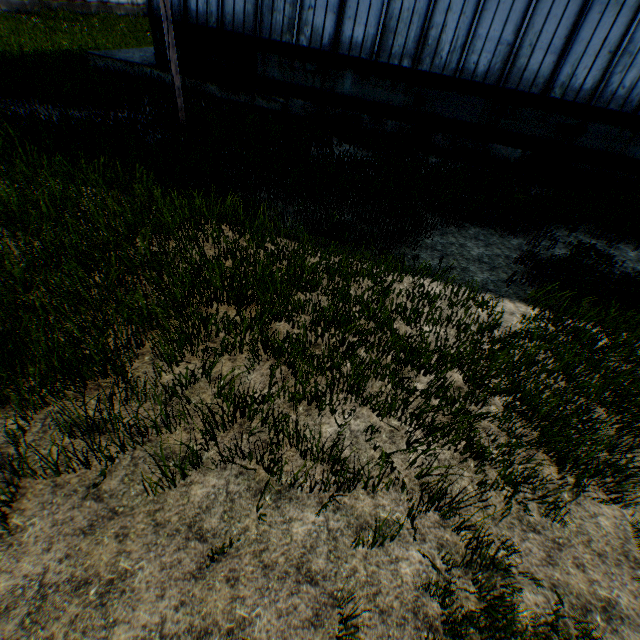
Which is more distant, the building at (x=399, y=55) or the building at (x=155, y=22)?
the building at (x=155, y=22)

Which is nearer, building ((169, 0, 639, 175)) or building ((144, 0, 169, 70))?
building ((169, 0, 639, 175))

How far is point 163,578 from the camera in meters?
2.5 m
